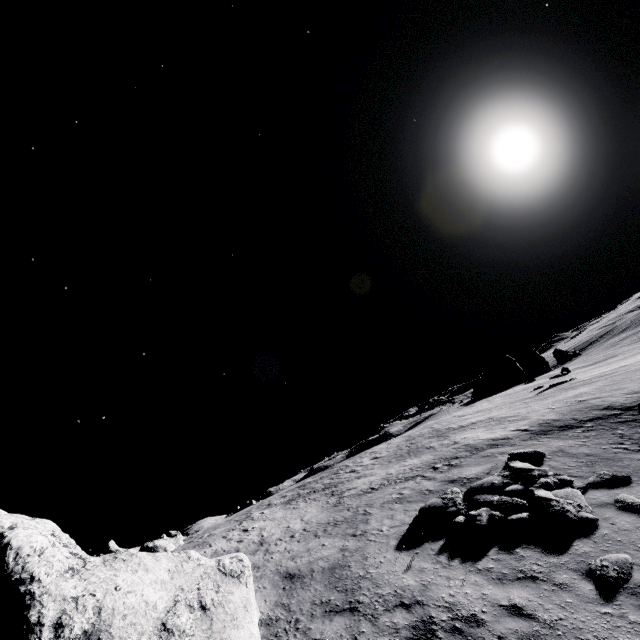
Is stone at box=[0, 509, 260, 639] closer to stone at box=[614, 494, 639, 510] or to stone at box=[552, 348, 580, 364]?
stone at box=[614, 494, 639, 510]

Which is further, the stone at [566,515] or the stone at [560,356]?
the stone at [560,356]

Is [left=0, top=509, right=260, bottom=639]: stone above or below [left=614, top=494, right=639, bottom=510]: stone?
above

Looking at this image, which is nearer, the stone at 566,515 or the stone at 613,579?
the stone at 613,579

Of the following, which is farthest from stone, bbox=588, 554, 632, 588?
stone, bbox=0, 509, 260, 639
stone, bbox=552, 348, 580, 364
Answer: stone, bbox=552, 348, 580, 364

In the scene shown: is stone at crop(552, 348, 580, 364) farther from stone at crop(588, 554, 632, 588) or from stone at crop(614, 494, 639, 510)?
stone at crop(588, 554, 632, 588)

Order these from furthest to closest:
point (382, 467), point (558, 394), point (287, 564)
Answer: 1. point (558, 394)
2. point (382, 467)
3. point (287, 564)
